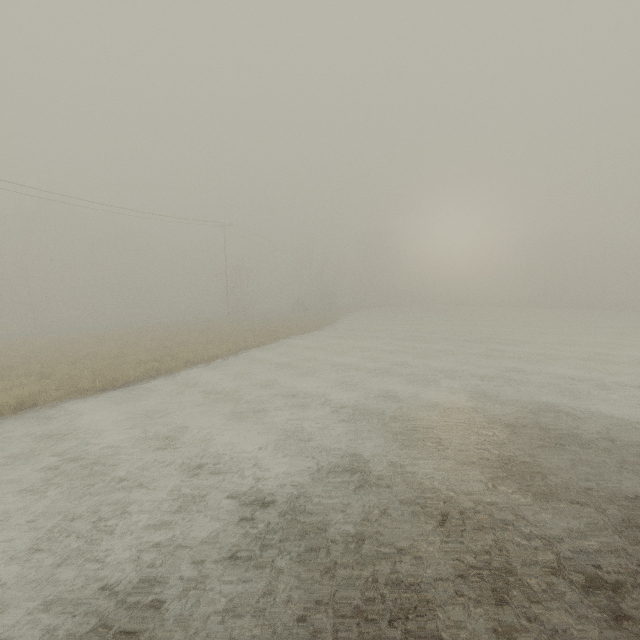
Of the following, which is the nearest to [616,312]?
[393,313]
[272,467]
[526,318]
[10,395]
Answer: [526,318]
